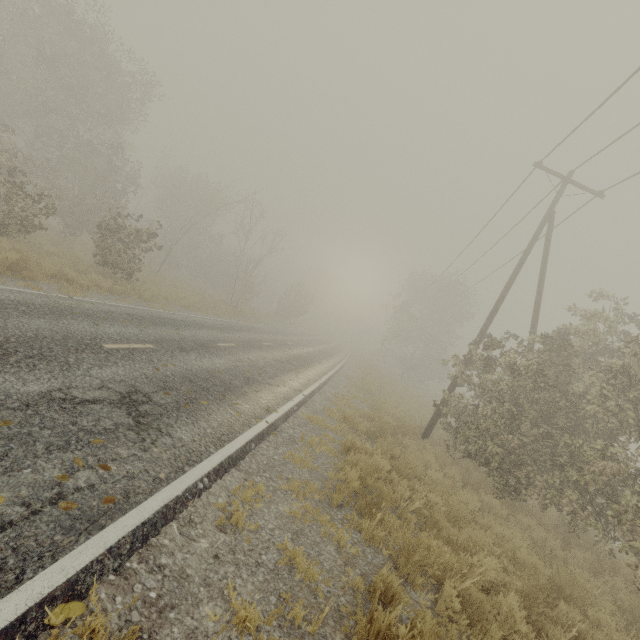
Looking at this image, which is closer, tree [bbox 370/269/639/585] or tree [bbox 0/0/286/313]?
tree [bbox 370/269/639/585]

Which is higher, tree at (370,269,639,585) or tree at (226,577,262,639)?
tree at (370,269,639,585)

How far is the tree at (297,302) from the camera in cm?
4206

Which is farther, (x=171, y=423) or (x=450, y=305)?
(x=450, y=305)

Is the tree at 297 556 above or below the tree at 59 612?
below

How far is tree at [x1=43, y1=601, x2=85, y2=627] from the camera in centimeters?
219cm

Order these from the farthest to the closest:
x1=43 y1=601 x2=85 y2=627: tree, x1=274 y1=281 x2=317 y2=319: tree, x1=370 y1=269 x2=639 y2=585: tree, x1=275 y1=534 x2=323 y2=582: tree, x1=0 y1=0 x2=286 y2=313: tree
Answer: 1. x1=274 y1=281 x2=317 y2=319: tree
2. x1=0 y1=0 x2=286 y2=313: tree
3. x1=370 y1=269 x2=639 y2=585: tree
4. x1=275 y1=534 x2=323 y2=582: tree
5. x1=43 y1=601 x2=85 y2=627: tree
